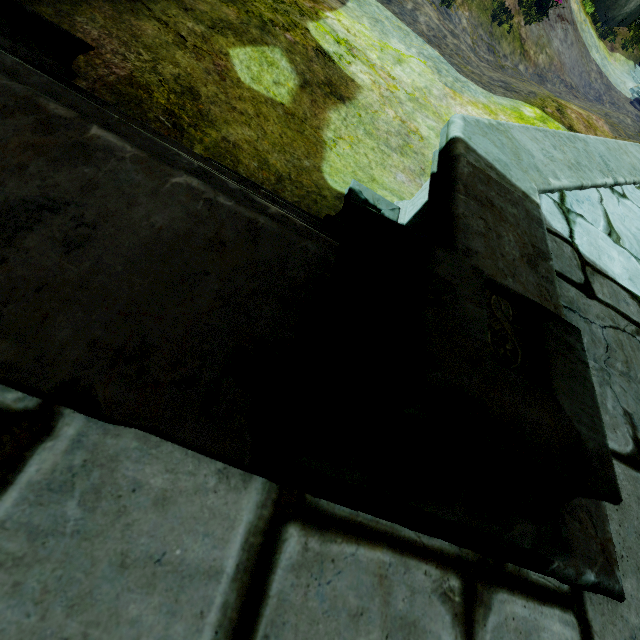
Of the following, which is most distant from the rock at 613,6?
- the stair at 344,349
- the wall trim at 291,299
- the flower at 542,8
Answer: the stair at 344,349

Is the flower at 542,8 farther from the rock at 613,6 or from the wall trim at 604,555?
the wall trim at 604,555

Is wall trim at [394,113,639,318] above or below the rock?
below

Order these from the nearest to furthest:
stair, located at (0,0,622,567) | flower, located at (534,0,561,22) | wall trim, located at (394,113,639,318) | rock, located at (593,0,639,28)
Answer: stair, located at (0,0,622,567), wall trim, located at (394,113,639,318), flower, located at (534,0,561,22), rock, located at (593,0,639,28)

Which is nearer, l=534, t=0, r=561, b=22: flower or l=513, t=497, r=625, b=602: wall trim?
l=513, t=497, r=625, b=602: wall trim

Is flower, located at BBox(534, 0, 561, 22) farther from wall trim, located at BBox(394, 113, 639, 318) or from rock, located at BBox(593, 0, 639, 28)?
wall trim, located at BBox(394, 113, 639, 318)

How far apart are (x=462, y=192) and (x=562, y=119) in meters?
8.6 m

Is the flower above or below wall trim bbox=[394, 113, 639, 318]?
below
